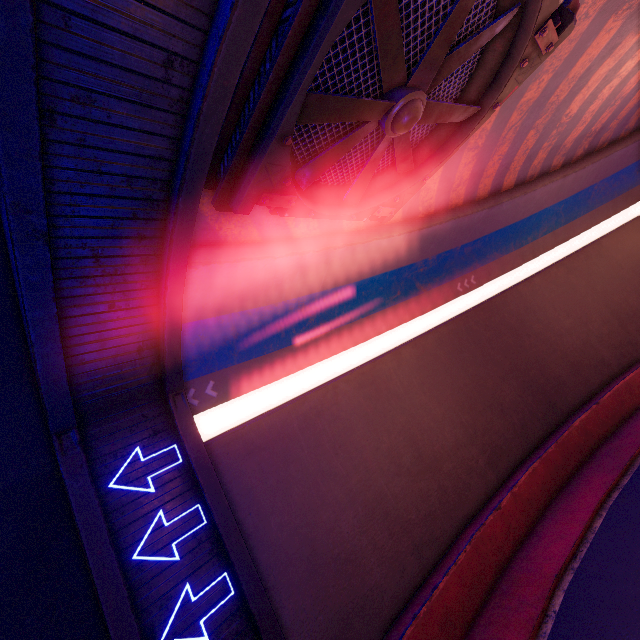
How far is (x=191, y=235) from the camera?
6.0 meters

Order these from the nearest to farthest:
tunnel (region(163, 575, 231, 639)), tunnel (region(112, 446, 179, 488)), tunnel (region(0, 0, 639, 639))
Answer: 1. tunnel (region(0, 0, 639, 639))
2. tunnel (region(163, 575, 231, 639))
3. tunnel (region(112, 446, 179, 488))

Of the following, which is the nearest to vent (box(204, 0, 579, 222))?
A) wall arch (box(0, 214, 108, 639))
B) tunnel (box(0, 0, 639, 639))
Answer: tunnel (box(0, 0, 639, 639))

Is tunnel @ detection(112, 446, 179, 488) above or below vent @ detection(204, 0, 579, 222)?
below

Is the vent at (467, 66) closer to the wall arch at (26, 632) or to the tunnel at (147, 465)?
the tunnel at (147, 465)

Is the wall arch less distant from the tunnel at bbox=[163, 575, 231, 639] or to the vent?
the tunnel at bbox=[163, 575, 231, 639]

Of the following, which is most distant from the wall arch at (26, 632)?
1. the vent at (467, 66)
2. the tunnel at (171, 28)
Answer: the vent at (467, 66)
